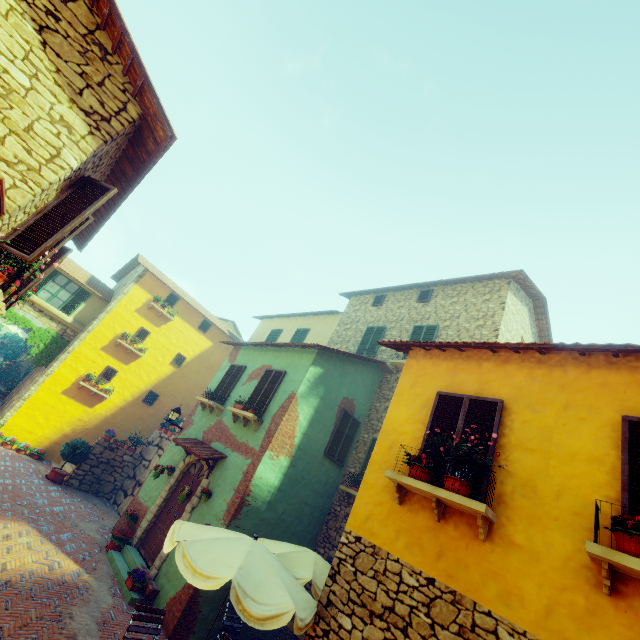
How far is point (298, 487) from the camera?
9.7 meters

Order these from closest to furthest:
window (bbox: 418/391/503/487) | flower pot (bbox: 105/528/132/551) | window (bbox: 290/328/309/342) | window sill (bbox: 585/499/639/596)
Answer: window sill (bbox: 585/499/639/596) < window (bbox: 418/391/503/487) < flower pot (bbox: 105/528/132/551) < window (bbox: 290/328/309/342)

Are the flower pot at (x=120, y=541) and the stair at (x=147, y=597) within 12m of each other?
yes

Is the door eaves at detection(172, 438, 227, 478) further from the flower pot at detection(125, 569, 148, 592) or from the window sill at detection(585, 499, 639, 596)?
the window sill at detection(585, 499, 639, 596)

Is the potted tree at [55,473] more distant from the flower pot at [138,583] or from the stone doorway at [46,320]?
the flower pot at [138,583]

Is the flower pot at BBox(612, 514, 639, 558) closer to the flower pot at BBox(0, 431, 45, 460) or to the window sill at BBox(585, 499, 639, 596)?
the window sill at BBox(585, 499, 639, 596)

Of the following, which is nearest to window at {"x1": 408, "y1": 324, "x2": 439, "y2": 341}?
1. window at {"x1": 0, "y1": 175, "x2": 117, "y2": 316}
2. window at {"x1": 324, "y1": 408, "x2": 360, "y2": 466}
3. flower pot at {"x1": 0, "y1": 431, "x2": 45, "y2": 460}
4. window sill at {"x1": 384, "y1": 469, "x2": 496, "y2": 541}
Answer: window at {"x1": 324, "y1": 408, "x2": 360, "y2": 466}

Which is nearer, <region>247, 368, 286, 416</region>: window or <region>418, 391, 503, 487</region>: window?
<region>418, 391, 503, 487</region>: window
